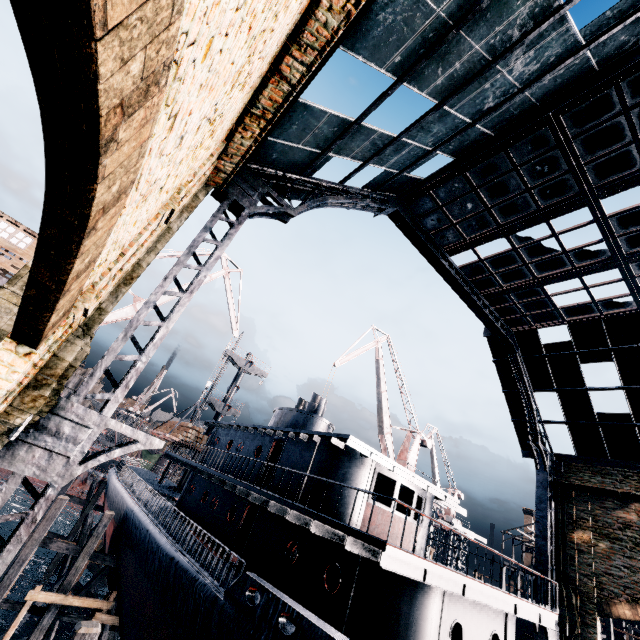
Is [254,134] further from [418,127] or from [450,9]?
[418,127]

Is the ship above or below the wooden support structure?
above

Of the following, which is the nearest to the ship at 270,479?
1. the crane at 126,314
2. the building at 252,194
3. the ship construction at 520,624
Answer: the crane at 126,314

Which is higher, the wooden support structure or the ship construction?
the ship construction

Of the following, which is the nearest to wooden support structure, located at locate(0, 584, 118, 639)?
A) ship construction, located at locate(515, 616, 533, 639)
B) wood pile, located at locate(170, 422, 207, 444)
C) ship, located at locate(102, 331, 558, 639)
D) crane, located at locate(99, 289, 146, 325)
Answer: ship, located at locate(102, 331, 558, 639)

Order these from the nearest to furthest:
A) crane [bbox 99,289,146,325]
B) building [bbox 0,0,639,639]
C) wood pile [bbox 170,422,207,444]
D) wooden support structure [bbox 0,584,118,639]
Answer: building [bbox 0,0,639,639] → wooden support structure [bbox 0,584,118,639] → wood pile [bbox 170,422,207,444] → crane [bbox 99,289,146,325]

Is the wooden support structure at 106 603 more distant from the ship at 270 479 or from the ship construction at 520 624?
the ship construction at 520 624

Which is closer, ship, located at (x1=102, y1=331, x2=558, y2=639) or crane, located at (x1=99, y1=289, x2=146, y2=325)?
ship, located at (x1=102, y1=331, x2=558, y2=639)
